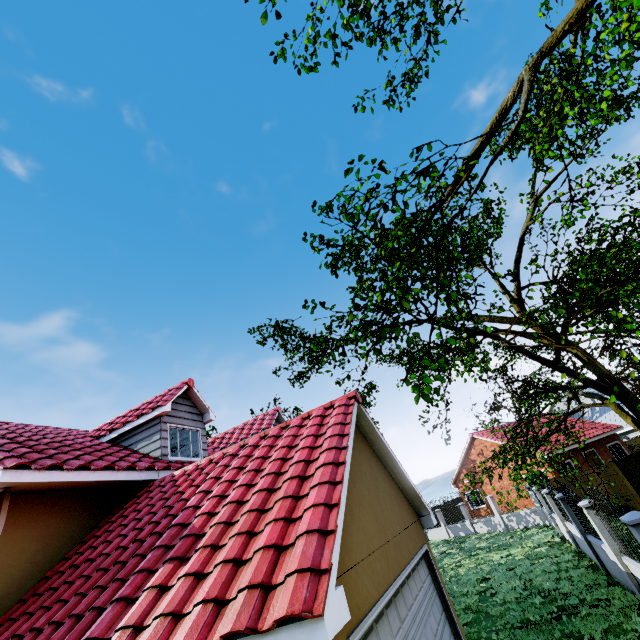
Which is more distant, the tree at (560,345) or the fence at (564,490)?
the fence at (564,490)

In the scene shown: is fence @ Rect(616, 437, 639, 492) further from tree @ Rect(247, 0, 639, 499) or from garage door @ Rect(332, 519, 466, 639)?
garage door @ Rect(332, 519, 466, 639)

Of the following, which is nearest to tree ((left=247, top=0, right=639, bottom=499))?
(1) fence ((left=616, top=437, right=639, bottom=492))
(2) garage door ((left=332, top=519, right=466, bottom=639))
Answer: (1) fence ((left=616, top=437, right=639, bottom=492))

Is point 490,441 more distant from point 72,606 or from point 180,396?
point 72,606

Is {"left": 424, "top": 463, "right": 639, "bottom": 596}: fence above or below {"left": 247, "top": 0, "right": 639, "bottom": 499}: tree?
below

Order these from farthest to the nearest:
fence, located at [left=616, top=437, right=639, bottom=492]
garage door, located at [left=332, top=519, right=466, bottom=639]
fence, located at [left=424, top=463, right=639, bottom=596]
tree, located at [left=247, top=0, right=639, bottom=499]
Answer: fence, located at [left=616, top=437, right=639, bottom=492] < fence, located at [left=424, top=463, right=639, bottom=596] < tree, located at [left=247, top=0, right=639, bottom=499] < garage door, located at [left=332, top=519, right=466, bottom=639]

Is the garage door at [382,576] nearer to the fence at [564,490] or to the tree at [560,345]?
the tree at [560,345]
